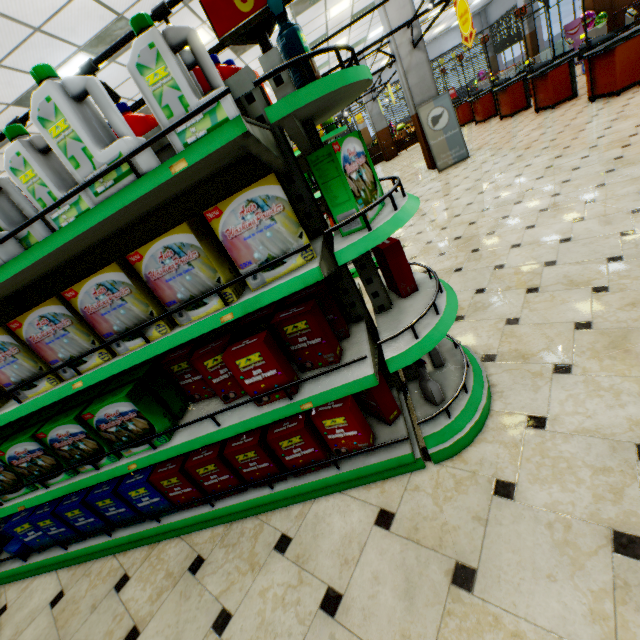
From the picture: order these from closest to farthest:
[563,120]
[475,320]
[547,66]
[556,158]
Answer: [475,320] → [556,158] → [563,120] → [547,66]

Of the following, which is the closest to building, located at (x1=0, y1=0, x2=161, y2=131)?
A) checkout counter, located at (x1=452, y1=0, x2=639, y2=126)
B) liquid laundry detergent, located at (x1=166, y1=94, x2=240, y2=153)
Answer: checkout counter, located at (x1=452, y1=0, x2=639, y2=126)

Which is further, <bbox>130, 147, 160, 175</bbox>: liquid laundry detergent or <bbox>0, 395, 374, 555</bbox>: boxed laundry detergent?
<bbox>0, 395, 374, 555</bbox>: boxed laundry detergent

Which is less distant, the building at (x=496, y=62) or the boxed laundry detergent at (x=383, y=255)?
the boxed laundry detergent at (x=383, y=255)

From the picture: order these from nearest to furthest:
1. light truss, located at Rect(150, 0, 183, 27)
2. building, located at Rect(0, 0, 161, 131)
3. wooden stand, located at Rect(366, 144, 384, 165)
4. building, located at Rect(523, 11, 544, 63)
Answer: light truss, located at Rect(150, 0, 183, 27)
building, located at Rect(0, 0, 161, 131)
building, located at Rect(523, 11, 544, 63)
wooden stand, located at Rect(366, 144, 384, 165)

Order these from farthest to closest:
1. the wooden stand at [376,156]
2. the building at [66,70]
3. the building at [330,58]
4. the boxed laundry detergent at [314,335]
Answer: the wooden stand at [376,156]
the building at [330,58]
the building at [66,70]
the boxed laundry detergent at [314,335]

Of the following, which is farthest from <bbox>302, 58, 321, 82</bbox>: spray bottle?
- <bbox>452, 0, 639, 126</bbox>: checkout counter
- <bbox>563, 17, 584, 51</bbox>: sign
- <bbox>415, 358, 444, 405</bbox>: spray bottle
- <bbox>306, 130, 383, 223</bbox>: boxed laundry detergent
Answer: <bbox>563, 17, 584, 51</bbox>: sign

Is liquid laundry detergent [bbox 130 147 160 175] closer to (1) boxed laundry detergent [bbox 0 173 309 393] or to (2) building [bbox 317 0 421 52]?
(1) boxed laundry detergent [bbox 0 173 309 393]
